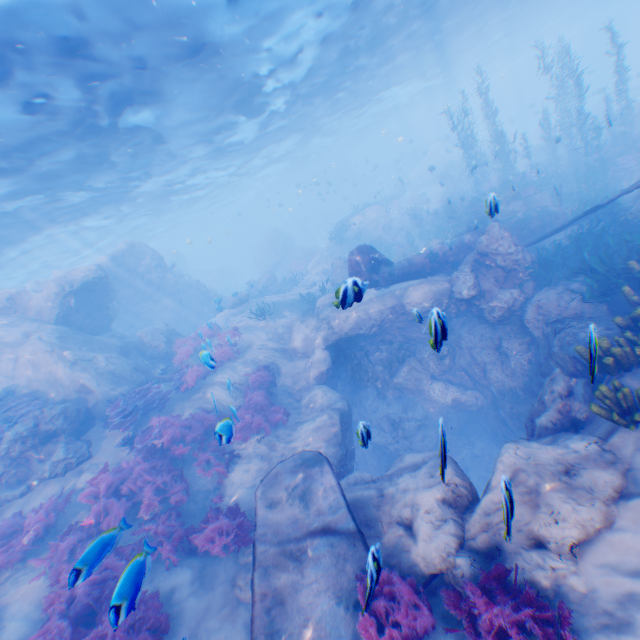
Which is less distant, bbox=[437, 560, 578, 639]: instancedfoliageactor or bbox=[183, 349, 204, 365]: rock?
bbox=[437, 560, 578, 639]: instancedfoliageactor

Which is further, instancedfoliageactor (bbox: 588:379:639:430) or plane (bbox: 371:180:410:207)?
plane (bbox: 371:180:410:207)

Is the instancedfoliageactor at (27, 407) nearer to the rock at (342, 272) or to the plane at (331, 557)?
the rock at (342, 272)

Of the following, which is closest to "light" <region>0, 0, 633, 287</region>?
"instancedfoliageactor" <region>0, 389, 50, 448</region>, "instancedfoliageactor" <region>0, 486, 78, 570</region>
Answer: "instancedfoliageactor" <region>0, 389, 50, 448</region>

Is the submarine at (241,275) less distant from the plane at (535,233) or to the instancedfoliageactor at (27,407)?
the plane at (535,233)

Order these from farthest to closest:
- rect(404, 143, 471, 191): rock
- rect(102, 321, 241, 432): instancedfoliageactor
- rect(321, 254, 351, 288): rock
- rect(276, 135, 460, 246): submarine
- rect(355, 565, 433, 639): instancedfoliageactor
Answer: rect(276, 135, 460, 246): submarine < rect(404, 143, 471, 191): rock < rect(321, 254, 351, 288): rock < rect(102, 321, 241, 432): instancedfoliageactor < rect(355, 565, 433, 639): instancedfoliageactor

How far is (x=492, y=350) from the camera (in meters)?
12.11

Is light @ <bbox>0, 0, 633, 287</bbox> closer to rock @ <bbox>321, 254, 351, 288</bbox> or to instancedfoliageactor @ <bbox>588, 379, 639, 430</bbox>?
rock @ <bbox>321, 254, 351, 288</bbox>
